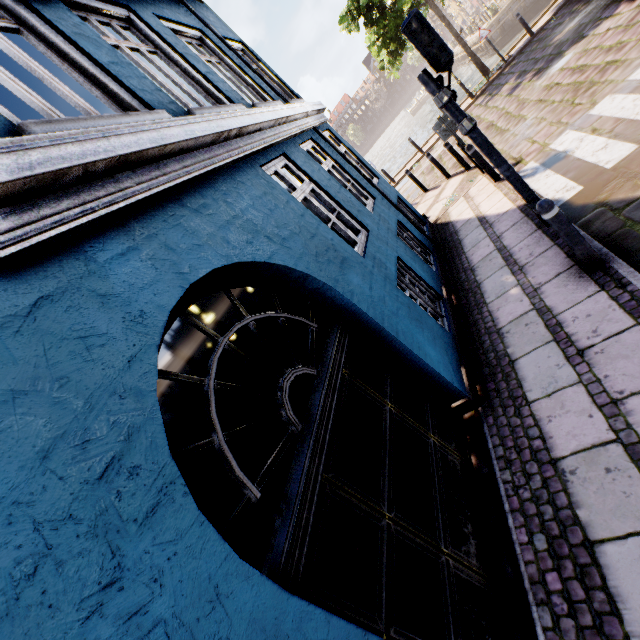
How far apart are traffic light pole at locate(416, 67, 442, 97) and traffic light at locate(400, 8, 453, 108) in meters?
0.0 m

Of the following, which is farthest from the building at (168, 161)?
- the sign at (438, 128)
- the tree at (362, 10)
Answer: the tree at (362, 10)

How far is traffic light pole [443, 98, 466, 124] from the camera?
4.4 meters

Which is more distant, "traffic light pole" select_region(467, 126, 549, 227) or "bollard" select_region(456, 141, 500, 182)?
"bollard" select_region(456, 141, 500, 182)

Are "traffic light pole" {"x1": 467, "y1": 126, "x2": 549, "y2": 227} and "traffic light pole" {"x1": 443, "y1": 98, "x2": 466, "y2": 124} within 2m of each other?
yes

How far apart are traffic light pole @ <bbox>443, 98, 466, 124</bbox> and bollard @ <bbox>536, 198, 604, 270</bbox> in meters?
1.7

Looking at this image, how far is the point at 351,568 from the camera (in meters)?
1.92

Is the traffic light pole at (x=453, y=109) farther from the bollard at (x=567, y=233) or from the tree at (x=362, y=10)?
the tree at (x=362, y=10)
